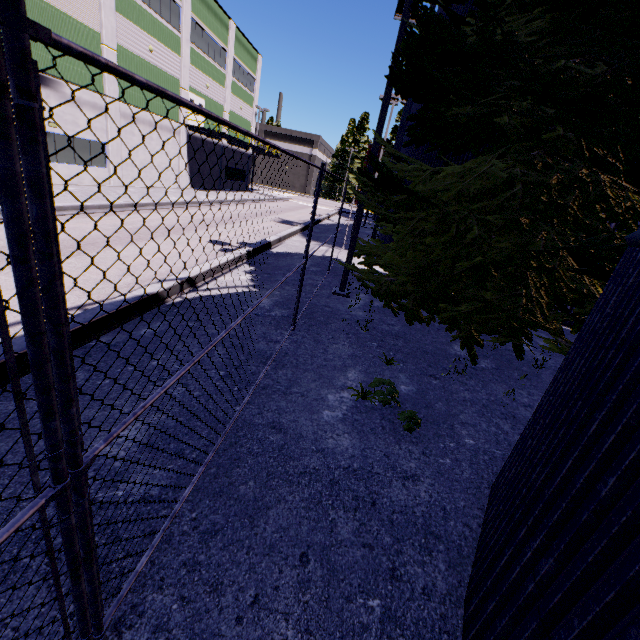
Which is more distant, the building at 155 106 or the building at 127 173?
the building at 155 106

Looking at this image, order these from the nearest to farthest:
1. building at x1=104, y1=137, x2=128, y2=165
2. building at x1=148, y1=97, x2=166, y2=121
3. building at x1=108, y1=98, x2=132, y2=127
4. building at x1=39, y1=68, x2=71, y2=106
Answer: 1. building at x1=39, y1=68, x2=71, y2=106
2. building at x1=108, y1=98, x2=132, y2=127
3. building at x1=104, y1=137, x2=128, y2=165
4. building at x1=148, y1=97, x2=166, y2=121

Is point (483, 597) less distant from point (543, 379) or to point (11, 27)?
point (11, 27)

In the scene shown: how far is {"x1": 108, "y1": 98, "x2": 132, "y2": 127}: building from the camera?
19.73m

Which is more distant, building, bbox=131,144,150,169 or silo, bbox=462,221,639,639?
building, bbox=131,144,150,169

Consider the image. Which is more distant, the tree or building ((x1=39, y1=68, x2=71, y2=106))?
building ((x1=39, y1=68, x2=71, y2=106))

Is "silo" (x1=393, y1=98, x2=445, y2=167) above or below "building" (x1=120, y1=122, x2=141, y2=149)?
above
